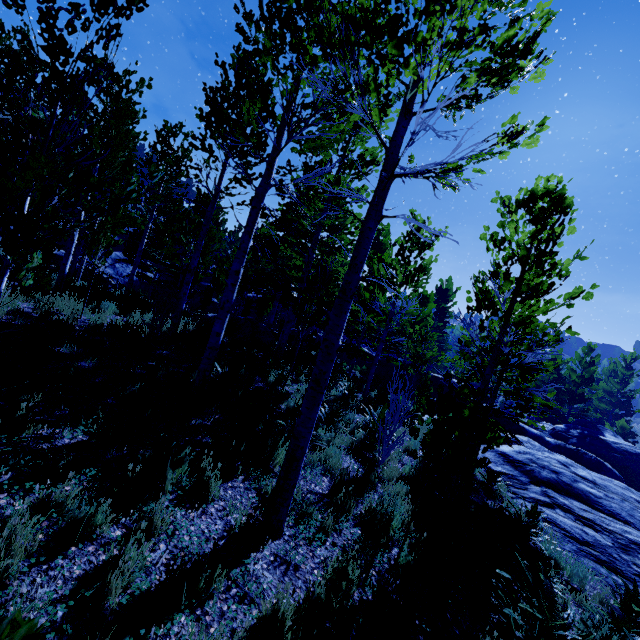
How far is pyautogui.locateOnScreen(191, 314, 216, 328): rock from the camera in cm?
1318

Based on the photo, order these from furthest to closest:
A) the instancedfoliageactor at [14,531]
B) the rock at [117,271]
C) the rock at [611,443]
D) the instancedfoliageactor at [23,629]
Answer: the rock at [117,271] → the rock at [611,443] → the instancedfoliageactor at [14,531] → the instancedfoliageactor at [23,629]

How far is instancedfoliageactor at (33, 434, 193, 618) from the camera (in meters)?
2.70

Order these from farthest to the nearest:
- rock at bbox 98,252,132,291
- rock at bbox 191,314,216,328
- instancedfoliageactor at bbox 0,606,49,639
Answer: rock at bbox 98,252,132,291, rock at bbox 191,314,216,328, instancedfoliageactor at bbox 0,606,49,639

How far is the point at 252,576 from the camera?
3.4 meters

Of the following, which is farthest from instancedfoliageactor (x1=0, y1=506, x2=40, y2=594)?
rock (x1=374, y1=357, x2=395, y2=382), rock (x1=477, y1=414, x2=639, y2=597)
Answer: rock (x1=374, y1=357, x2=395, y2=382)

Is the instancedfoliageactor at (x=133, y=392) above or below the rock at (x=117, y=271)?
below

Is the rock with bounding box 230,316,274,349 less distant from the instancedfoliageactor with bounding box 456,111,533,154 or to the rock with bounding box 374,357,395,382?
the instancedfoliageactor with bounding box 456,111,533,154
